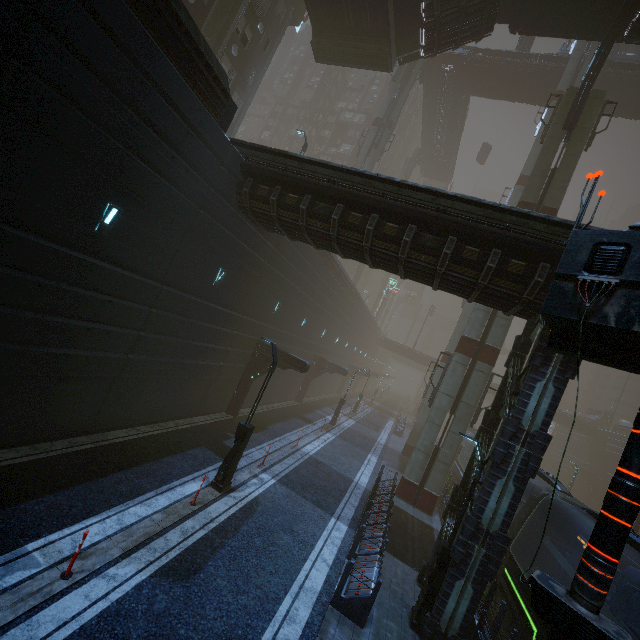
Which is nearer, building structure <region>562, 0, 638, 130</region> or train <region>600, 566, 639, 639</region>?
train <region>600, 566, 639, 639</region>

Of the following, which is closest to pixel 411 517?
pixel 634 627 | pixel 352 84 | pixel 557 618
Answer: pixel 634 627

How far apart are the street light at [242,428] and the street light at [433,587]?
6.62m

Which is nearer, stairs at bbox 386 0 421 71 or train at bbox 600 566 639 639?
train at bbox 600 566 639 639

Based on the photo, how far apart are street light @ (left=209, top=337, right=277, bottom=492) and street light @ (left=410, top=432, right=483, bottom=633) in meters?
6.6

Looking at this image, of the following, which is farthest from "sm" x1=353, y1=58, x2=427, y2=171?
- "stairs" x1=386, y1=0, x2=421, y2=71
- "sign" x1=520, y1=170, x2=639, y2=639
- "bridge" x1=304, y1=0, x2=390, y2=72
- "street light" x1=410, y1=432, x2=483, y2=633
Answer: "sign" x1=520, y1=170, x2=639, y2=639

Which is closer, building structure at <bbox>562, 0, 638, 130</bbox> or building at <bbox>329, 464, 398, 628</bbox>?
building at <bbox>329, 464, 398, 628</bbox>

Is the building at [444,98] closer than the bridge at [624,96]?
No
